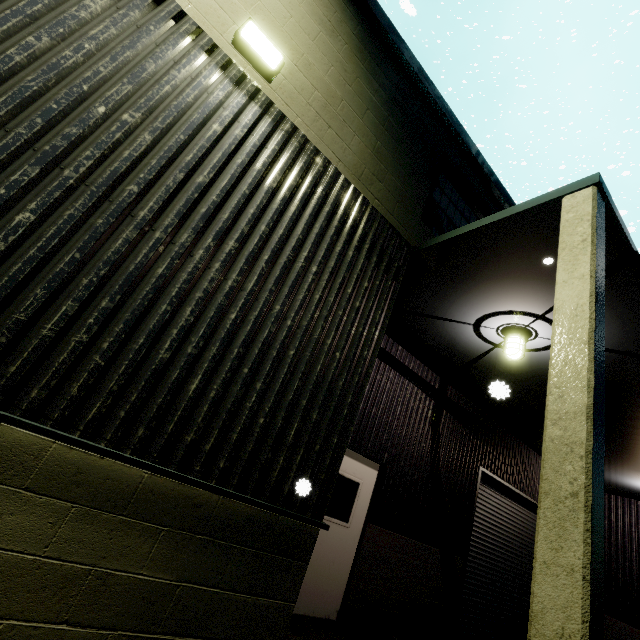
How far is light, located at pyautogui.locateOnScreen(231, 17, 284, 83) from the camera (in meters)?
3.07

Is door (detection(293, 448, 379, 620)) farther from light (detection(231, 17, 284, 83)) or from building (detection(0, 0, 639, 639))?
light (detection(231, 17, 284, 83))

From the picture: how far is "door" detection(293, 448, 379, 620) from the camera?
5.1 meters

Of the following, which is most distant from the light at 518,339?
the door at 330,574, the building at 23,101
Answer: the door at 330,574

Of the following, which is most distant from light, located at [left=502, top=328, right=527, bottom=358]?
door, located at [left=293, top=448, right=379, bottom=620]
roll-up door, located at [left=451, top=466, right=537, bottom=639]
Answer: roll-up door, located at [left=451, top=466, right=537, bottom=639]

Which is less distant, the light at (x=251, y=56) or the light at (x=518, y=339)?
the light at (x=251, y=56)

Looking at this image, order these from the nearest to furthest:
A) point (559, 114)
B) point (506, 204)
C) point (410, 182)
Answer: point (410, 182) < point (506, 204) < point (559, 114)

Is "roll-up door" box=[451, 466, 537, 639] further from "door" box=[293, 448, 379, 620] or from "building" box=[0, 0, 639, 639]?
"door" box=[293, 448, 379, 620]
